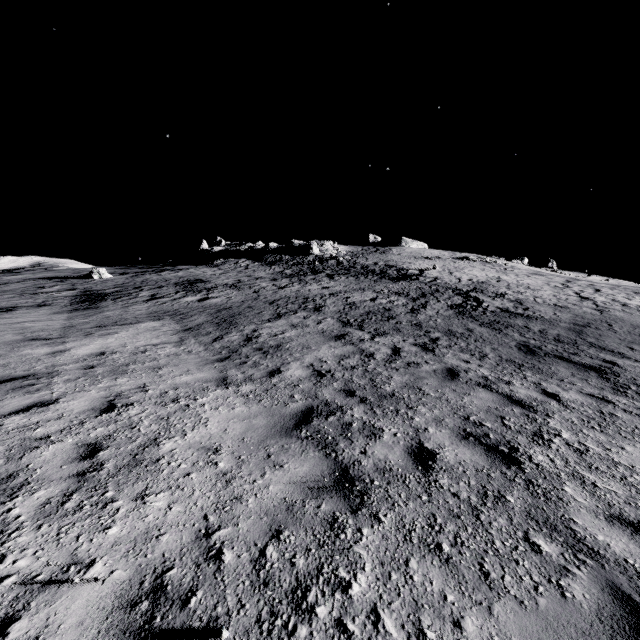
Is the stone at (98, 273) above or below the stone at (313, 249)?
below

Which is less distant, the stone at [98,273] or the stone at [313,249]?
the stone at [98,273]

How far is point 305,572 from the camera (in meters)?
2.48

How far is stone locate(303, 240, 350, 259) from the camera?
43.33m

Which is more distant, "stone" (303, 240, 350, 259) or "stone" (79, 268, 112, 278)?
"stone" (303, 240, 350, 259)

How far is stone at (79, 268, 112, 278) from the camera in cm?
2961

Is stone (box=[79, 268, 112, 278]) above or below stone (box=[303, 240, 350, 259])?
below
